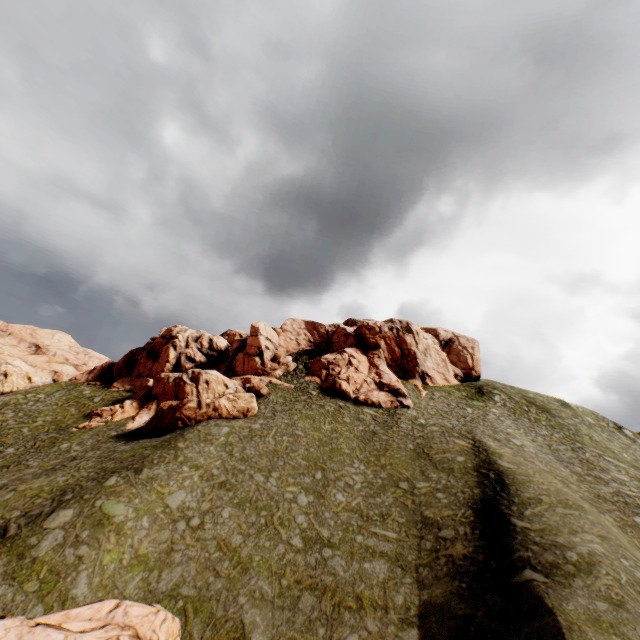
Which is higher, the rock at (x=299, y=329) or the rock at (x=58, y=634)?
the rock at (x=299, y=329)

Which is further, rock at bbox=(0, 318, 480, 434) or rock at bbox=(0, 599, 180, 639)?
rock at bbox=(0, 318, 480, 434)

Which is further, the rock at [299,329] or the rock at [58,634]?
the rock at [299,329]

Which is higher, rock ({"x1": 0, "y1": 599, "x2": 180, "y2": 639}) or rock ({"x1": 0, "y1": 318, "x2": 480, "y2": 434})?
rock ({"x1": 0, "y1": 318, "x2": 480, "y2": 434})

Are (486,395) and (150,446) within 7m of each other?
no
